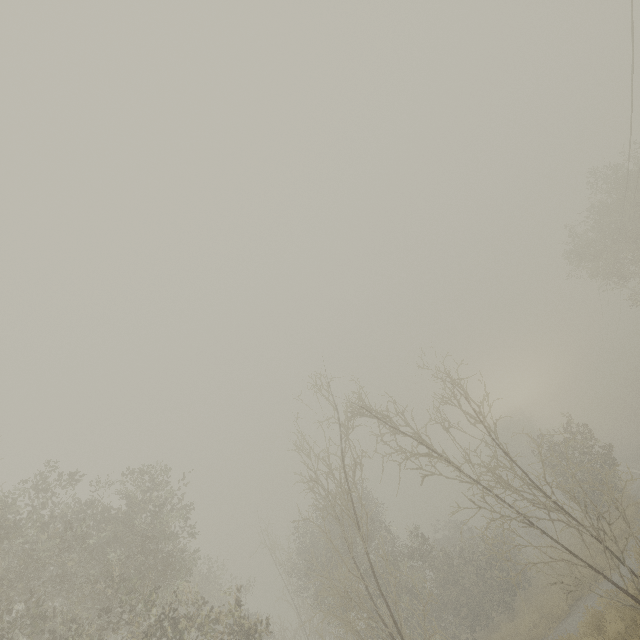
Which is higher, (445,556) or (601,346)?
(601,346)
